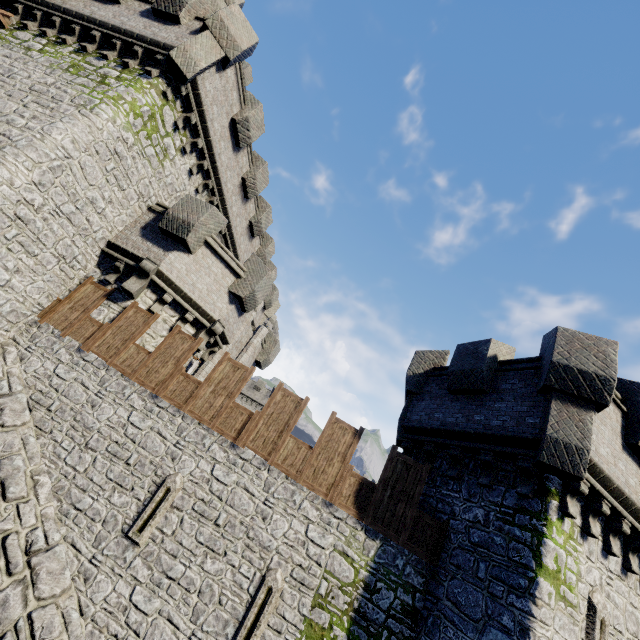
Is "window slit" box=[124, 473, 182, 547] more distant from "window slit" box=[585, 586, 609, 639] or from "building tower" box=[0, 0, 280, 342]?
"window slit" box=[585, 586, 609, 639]

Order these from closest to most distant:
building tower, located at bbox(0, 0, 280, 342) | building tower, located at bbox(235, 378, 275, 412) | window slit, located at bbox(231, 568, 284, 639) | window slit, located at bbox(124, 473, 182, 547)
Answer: window slit, located at bbox(231, 568, 284, 639) → window slit, located at bbox(124, 473, 182, 547) → building tower, located at bbox(0, 0, 280, 342) → building tower, located at bbox(235, 378, 275, 412)

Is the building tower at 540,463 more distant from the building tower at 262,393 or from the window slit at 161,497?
the building tower at 262,393

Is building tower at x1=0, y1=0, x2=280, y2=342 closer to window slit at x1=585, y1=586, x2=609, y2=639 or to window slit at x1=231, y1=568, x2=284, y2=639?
window slit at x1=231, y1=568, x2=284, y2=639

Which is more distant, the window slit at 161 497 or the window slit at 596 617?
the window slit at 161 497

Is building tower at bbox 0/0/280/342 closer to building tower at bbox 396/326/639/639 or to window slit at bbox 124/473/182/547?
window slit at bbox 124/473/182/547

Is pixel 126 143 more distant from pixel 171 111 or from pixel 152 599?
pixel 152 599

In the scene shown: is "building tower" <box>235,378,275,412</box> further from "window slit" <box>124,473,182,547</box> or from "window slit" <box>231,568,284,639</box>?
"window slit" <box>231,568,284,639</box>
